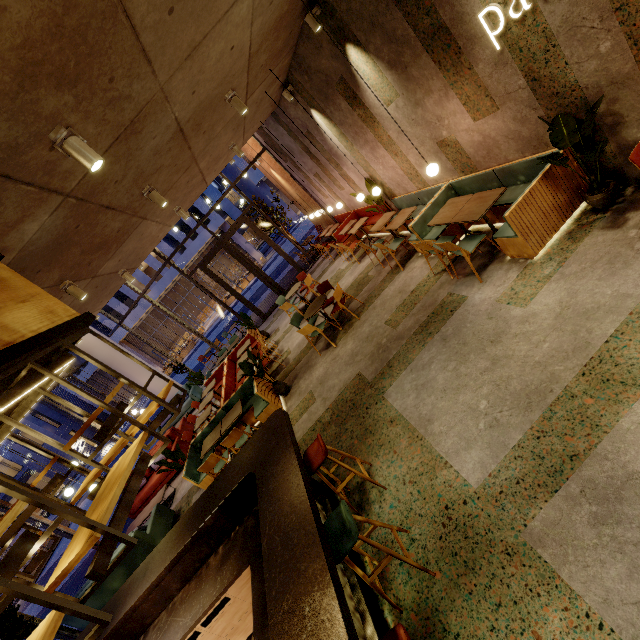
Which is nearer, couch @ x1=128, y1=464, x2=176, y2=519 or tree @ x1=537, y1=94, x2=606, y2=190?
tree @ x1=537, y1=94, x2=606, y2=190

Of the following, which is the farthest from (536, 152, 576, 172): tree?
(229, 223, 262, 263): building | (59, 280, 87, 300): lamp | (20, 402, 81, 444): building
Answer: (20, 402, 81, 444): building

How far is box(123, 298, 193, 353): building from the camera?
34.98m

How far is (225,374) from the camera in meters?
9.8

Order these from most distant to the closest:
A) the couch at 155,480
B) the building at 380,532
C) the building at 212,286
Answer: the building at 212,286 → the couch at 155,480 → the building at 380,532

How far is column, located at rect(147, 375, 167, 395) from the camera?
14.13m

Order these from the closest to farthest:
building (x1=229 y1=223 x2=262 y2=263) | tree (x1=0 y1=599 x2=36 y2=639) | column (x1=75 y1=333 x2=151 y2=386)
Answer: tree (x1=0 y1=599 x2=36 y2=639) → column (x1=75 y1=333 x2=151 y2=386) → building (x1=229 y1=223 x2=262 y2=263)

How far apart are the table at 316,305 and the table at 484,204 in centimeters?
283cm
